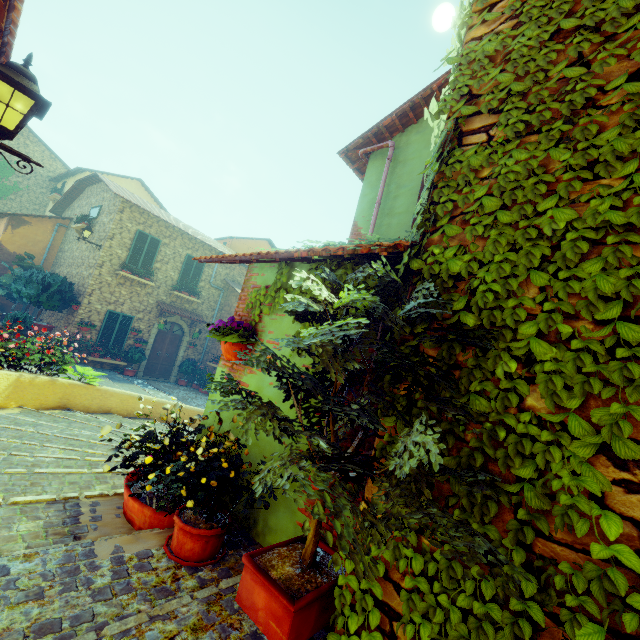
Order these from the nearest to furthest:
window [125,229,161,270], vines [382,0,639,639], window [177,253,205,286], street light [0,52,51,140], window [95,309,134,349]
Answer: vines [382,0,639,639] → street light [0,52,51,140] → window [95,309,134,349] → window [125,229,161,270] → window [177,253,205,286]

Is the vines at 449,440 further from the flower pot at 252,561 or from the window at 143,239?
the window at 143,239

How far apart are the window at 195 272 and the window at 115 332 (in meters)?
2.48

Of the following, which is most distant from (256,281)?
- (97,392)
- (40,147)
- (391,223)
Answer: (40,147)

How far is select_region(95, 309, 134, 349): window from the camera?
13.56m

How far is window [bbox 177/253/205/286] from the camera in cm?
1607

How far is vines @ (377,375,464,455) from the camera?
1.46m

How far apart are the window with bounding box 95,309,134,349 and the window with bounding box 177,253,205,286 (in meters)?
2.48
